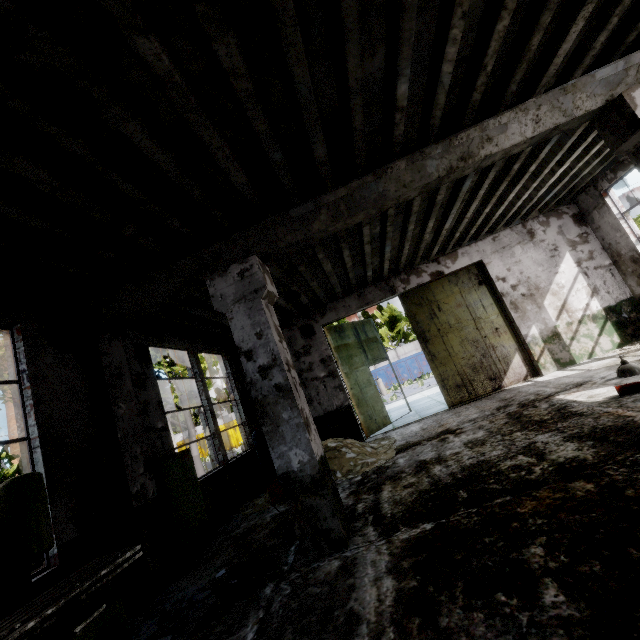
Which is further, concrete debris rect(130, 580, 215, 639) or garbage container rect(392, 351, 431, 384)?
garbage container rect(392, 351, 431, 384)

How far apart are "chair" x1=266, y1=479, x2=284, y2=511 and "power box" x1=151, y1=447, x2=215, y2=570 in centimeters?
120cm

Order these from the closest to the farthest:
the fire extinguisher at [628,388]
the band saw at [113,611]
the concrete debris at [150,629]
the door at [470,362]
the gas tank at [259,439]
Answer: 1. the band saw at [113,611]
2. the concrete debris at [150,629]
3. the fire extinguisher at [628,388]
4. the gas tank at [259,439]
5. the door at [470,362]

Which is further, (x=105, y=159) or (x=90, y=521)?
(x=90, y=521)

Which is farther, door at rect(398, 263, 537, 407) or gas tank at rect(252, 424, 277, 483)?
door at rect(398, 263, 537, 407)

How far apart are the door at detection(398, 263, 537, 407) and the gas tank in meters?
5.5

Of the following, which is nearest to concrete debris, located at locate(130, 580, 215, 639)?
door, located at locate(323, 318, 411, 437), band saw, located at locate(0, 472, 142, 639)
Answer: band saw, located at locate(0, 472, 142, 639)

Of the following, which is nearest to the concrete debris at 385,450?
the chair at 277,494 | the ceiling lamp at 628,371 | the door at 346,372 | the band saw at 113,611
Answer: the chair at 277,494
